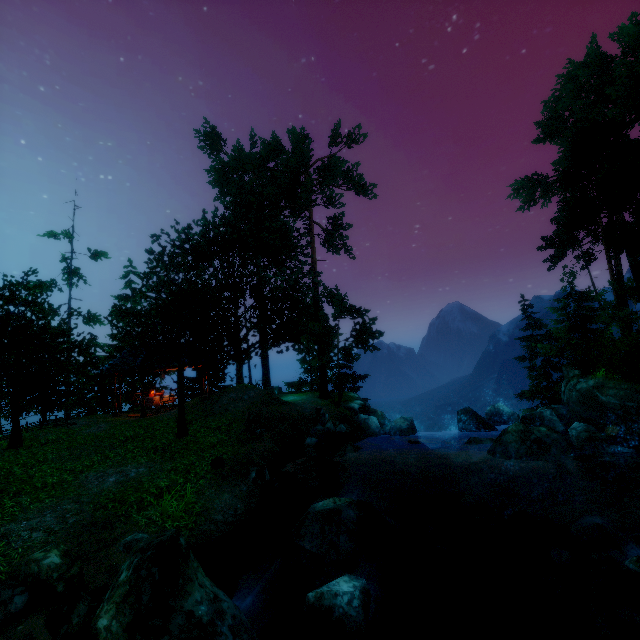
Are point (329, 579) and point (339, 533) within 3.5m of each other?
yes

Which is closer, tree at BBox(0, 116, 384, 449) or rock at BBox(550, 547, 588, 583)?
rock at BBox(550, 547, 588, 583)

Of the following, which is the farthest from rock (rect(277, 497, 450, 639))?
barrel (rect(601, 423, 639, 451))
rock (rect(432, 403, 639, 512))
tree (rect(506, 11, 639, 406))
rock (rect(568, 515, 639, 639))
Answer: barrel (rect(601, 423, 639, 451))

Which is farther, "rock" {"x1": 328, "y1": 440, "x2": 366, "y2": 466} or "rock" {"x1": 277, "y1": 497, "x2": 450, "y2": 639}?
"rock" {"x1": 328, "y1": 440, "x2": 366, "y2": 466}

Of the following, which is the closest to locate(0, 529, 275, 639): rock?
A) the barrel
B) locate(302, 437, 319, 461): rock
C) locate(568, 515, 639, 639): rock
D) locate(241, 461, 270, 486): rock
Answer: locate(568, 515, 639, 639): rock

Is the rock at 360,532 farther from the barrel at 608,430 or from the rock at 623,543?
the barrel at 608,430

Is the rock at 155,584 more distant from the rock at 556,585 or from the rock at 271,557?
the rock at 556,585

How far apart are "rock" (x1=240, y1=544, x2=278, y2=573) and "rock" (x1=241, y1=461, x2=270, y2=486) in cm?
279
